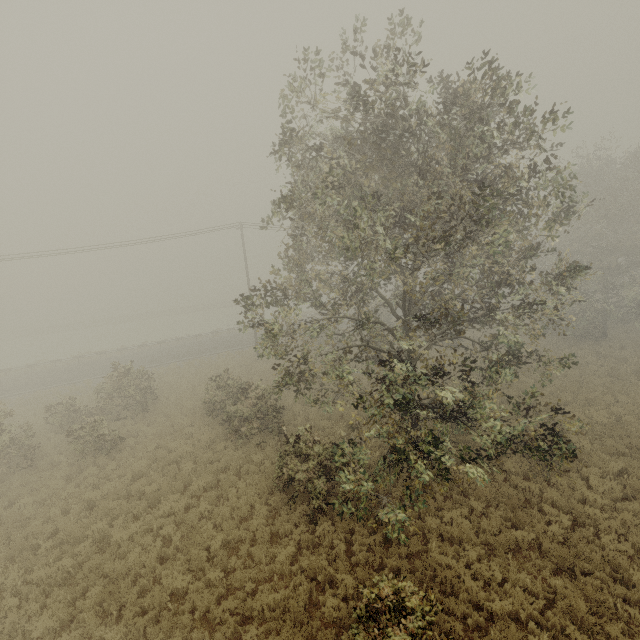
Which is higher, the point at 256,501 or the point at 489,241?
the point at 489,241
